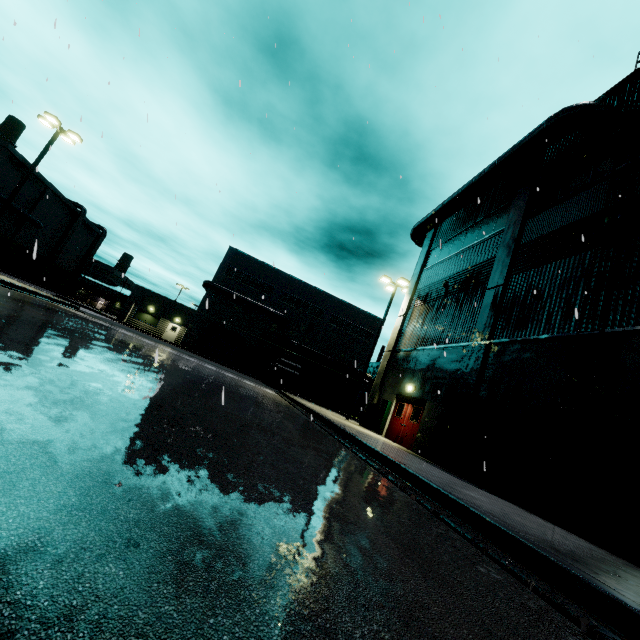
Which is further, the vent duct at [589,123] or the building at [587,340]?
the vent duct at [589,123]

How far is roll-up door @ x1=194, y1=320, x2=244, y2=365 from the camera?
42.2m

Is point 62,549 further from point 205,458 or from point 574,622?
point 574,622

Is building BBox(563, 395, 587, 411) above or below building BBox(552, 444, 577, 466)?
above

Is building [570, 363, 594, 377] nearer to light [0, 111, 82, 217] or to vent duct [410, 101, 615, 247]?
vent duct [410, 101, 615, 247]

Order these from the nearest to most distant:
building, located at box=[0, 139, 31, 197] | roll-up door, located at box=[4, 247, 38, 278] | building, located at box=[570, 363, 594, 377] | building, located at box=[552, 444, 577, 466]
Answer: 1. building, located at box=[552, 444, 577, 466]
2. building, located at box=[570, 363, 594, 377]
3. building, located at box=[0, 139, 31, 197]
4. roll-up door, located at box=[4, 247, 38, 278]

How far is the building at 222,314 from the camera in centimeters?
4119cm

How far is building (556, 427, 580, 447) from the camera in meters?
8.0 m
